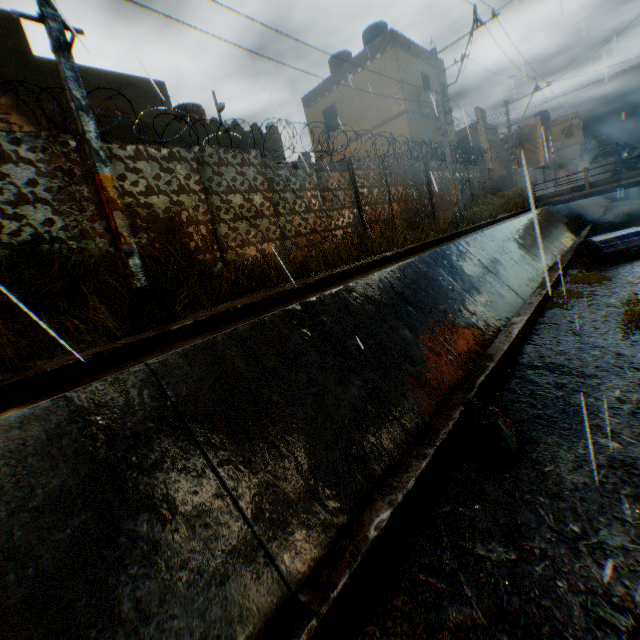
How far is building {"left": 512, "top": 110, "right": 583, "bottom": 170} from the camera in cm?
3519

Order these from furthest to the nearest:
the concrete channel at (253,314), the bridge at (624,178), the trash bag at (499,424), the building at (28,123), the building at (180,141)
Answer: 1. the bridge at (624,178)
2. the building at (180,141)
3. the building at (28,123)
4. the trash bag at (499,424)
5. the concrete channel at (253,314)

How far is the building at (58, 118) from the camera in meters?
8.9

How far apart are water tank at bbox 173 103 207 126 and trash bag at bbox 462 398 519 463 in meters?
16.3 m

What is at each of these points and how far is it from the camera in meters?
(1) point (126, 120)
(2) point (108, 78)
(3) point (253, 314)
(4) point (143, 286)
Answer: (1) building, 10.4
(2) building, 10.3
(3) concrete channel, 4.8
(4) electric pole, 4.7

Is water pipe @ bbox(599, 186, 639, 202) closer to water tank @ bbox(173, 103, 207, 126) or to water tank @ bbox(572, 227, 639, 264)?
water tank @ bbox(572, 227, 639, 264)

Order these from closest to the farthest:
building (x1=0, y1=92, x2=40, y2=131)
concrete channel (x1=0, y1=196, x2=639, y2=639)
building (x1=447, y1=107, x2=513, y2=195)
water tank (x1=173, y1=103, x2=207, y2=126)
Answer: concrete channel (x1=0, y1=196, x2=639, y2=639) < building (x1=0, y1=92, x2=40, y2=131) < water tank (x1=173, y1=103, x2=207, y2=126) < building (x1=447, y1=107, x2=513, y2=195)
